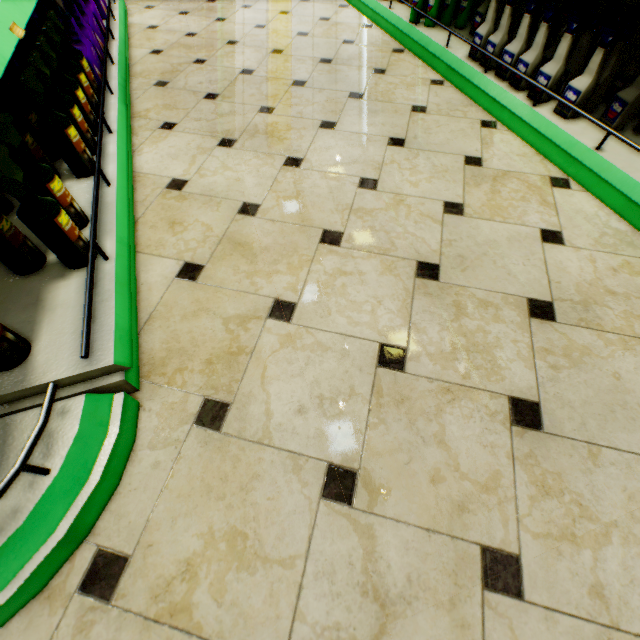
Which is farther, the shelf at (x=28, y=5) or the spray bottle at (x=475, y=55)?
the spray bottle at (x=475, y=55)

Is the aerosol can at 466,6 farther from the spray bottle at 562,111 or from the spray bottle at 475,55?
the spray bottle at 562,111

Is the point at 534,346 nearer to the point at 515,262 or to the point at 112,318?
the point at 515,262

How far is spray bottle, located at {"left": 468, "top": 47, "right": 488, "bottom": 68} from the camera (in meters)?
2.03

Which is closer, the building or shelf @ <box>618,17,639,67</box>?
the building

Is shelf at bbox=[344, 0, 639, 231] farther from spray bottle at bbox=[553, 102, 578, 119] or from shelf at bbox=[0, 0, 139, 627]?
shelf at bbox=[0, 0, 139, 627]

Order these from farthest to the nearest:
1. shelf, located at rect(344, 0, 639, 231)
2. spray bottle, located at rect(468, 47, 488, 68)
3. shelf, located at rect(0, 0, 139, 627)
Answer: spray bottle, located at rect(468, 47, 488, 68) < shelf, located at rect(344, 0, 639, 231) < shelf, located at rect(0, 0, 139, 627)

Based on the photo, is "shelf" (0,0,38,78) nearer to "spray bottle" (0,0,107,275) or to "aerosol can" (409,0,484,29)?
"spray bottle" (0,0,107,275)
